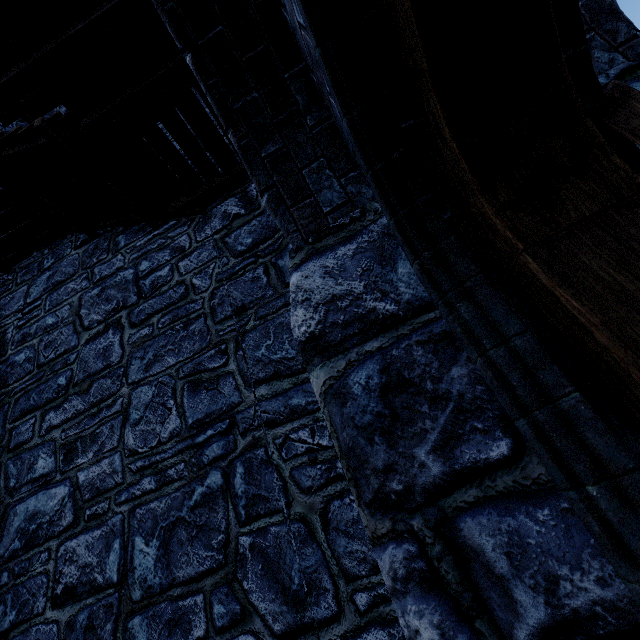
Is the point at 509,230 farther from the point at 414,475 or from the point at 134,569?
the point at 134,569

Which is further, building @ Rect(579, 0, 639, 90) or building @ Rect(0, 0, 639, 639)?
building @ Rect(579, 0, 639, 90)

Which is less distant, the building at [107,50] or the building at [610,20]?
the building at [107,50]
